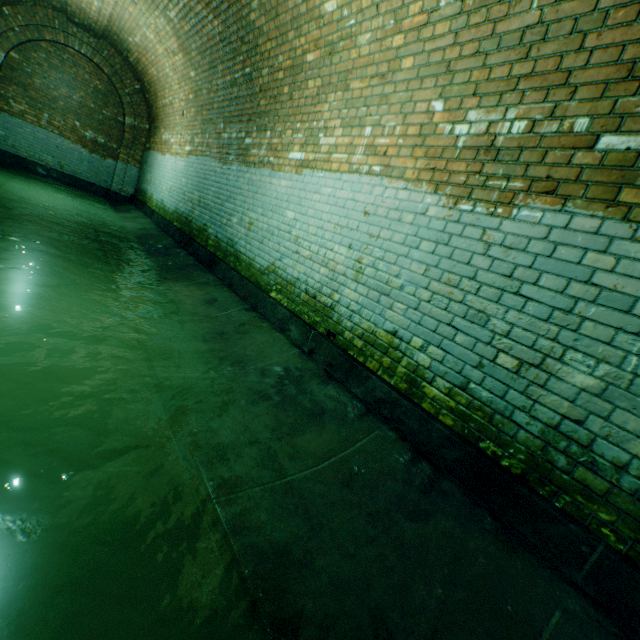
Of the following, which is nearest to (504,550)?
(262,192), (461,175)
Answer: (461,175)

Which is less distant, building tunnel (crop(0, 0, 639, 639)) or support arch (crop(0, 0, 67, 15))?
building tunnel (crop(0, 0, 639, 639))

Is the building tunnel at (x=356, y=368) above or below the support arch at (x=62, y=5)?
below

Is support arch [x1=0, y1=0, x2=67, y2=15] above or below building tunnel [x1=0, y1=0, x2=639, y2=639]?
above

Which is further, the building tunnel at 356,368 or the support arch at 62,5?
the support arch at 62,5
